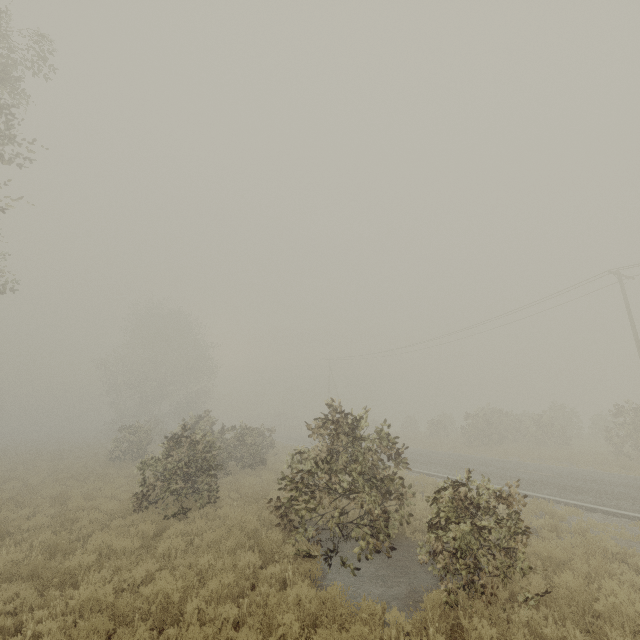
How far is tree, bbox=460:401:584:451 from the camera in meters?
25.9

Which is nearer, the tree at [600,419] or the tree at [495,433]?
the tree at [600,419]

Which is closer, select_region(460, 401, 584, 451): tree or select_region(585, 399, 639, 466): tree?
select_region(585, 399, 639, 466): tree

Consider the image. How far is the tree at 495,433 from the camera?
25.9m

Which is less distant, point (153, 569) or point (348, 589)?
point (348, 589)
